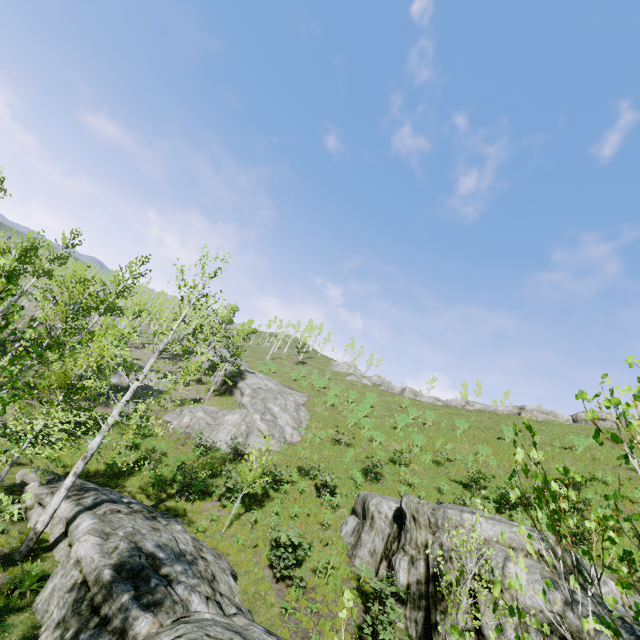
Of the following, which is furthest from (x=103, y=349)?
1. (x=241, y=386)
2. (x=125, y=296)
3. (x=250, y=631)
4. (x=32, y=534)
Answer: (x=125, y=296)

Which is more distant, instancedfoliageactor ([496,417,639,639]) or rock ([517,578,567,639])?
rock ([517,578,567,639])

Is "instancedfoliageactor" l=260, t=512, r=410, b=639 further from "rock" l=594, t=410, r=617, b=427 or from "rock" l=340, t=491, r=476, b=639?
"rock" l=594, t=410, r=617, b=427

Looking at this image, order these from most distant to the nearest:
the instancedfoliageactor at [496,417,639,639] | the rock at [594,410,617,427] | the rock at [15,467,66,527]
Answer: the rock at [594,410,617,427] → the rock at [15,467,66,527] → the instancedfoliageactor at [496,417,639,639]

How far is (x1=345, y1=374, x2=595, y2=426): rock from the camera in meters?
37.0

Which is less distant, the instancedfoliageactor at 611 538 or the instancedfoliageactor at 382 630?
the instancedfoliageactor at 611 538

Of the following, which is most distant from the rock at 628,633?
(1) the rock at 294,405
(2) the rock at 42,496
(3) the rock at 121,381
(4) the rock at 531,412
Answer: (4) the rock at 531,412

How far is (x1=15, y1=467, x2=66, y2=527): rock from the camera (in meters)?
12.10
